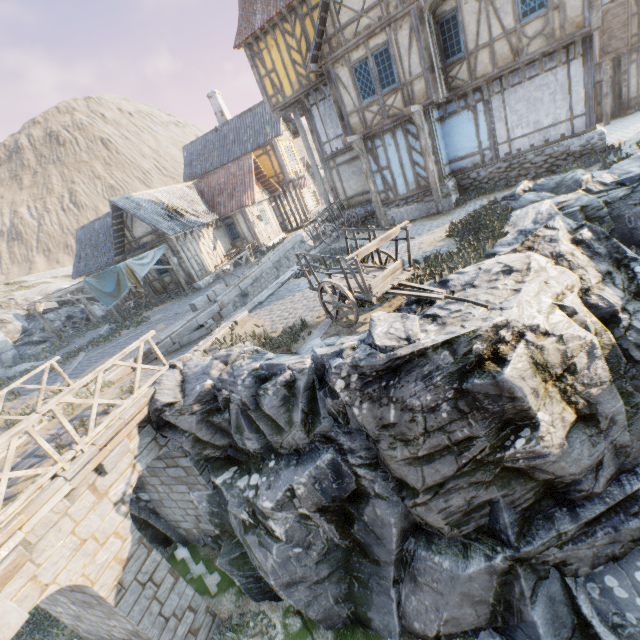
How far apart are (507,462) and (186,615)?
8.29m

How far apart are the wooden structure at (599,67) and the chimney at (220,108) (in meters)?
22.87

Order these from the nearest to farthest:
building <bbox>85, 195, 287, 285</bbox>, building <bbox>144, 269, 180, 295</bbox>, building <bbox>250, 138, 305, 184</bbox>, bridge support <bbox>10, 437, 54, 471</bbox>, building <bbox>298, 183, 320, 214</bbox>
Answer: bridge support <bbox>10, 437, 54, 471</bbox>
building <bbox>85, 195, 287, 285</bbox>
building <bbox>144, 269, 180, 295</bbox>
building <bbox>250, 138, 305, 184</bbox>
building <bbox>298, 183, 320, 214</bbox>

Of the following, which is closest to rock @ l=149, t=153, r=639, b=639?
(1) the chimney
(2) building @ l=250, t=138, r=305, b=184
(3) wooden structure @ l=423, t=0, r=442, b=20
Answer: (3) wooden structure @ l=423, t=0, r=442, b=20

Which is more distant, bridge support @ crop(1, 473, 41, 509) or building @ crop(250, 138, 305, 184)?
building @ crop(250, 138, 305, 184)

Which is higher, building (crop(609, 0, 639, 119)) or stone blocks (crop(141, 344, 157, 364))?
building (crop(609, 0, 639, 119))

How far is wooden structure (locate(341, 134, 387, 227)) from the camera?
13.19m

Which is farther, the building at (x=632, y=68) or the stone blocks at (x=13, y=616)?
the building at (x=632, y=68)
